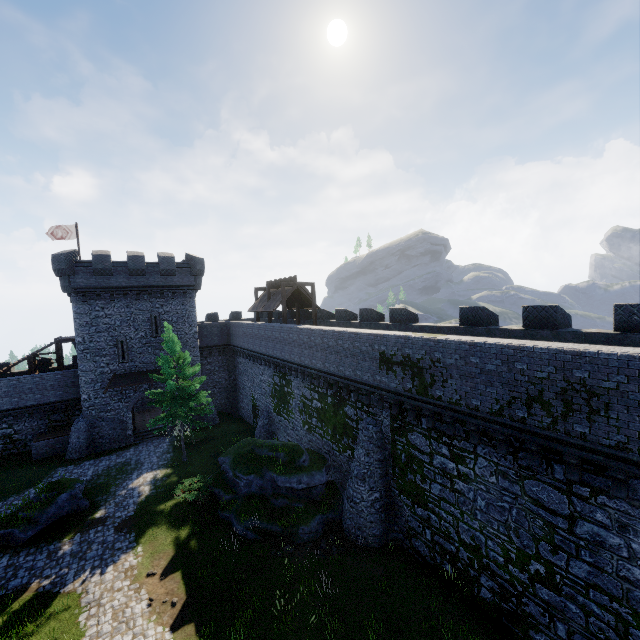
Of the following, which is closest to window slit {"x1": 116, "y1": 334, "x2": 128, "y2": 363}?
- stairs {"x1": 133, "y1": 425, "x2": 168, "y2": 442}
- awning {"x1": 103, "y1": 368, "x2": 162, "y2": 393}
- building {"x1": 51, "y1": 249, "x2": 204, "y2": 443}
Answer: building {"x1": 51, "y1": 249, "x2": 204, "y2": 443}

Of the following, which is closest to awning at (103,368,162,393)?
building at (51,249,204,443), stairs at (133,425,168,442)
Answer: building at (51,249,204,443)

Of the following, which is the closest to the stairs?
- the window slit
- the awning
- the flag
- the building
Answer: the building

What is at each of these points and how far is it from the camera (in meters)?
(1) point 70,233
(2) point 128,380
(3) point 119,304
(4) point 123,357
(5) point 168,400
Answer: (1) flag, 31.39
(2) awning, 28.84
(3) building, 28.70
(4) window slit, 28.89
(5) tree, 24.16

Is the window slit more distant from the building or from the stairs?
the stairs

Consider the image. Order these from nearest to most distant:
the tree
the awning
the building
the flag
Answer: the tree → the building → the awning → the flag

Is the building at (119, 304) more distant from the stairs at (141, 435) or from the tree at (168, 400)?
Answer: the tree at (168, 400)

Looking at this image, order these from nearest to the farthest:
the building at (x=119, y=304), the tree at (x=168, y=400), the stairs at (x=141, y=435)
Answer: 1. the tree at (x=168, y=400)
2. the building at (x=119, y=304)
3. the stairs at (x=141, y=435)
